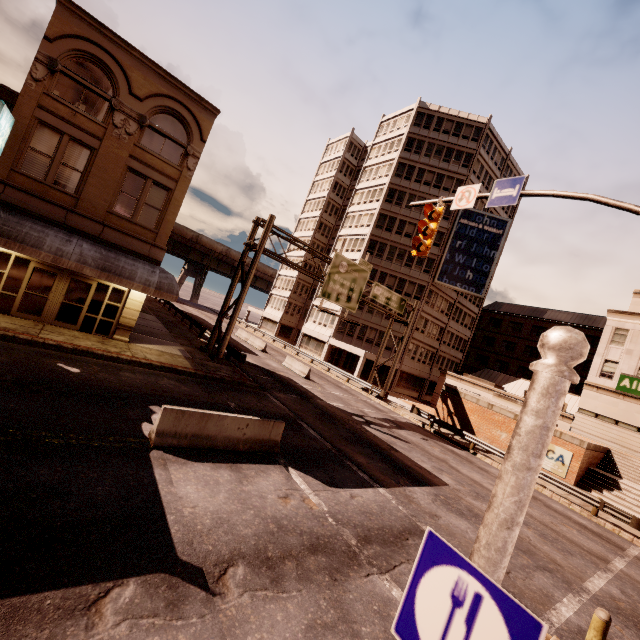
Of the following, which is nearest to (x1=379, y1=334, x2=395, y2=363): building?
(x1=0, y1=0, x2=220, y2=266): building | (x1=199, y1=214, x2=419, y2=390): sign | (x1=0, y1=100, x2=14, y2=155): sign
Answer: (x1=199, y1=214, x2=419, y2=390): sign

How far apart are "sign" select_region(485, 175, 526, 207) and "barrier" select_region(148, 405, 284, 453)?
9.04m

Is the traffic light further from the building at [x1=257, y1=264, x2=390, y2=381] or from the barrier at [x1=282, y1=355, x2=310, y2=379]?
the building at [x1=257, y1=264, x2=390, y2=381]

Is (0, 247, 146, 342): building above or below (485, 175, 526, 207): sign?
below

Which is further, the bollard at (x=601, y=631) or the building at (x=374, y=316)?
the building at (x=374, y=316)

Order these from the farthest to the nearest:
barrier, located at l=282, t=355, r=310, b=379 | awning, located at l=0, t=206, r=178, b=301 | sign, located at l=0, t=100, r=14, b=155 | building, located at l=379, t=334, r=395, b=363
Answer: building, located at l=379, t=334, r=395, b=363 < barrier, located at l=282, t=355, r=310, b=379 < awning, located at l=0, t=206, r=178, b=301 < sign, located at l=0, t=100, r=14, b=155

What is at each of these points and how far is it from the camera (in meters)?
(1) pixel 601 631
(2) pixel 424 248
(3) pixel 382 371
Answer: (1) bollard, 5.75
(2) traffic light, 9.98
(3) building, 43.53

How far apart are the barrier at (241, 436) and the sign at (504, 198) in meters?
9.0
